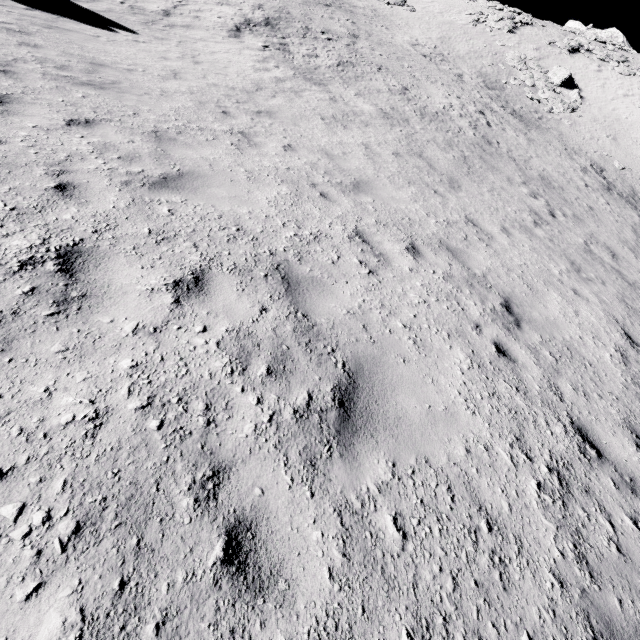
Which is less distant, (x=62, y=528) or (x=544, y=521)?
(x=62, y=528)

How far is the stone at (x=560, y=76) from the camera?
28.5m

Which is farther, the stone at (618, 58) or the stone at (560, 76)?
the stone at (618, 58)

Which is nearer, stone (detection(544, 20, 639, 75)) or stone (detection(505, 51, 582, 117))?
stone (detection(505, 51, 582, 117))

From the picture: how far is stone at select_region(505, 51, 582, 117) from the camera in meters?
28.5

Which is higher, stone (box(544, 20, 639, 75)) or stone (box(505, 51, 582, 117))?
stone (box(544, 20, 639, 75))
